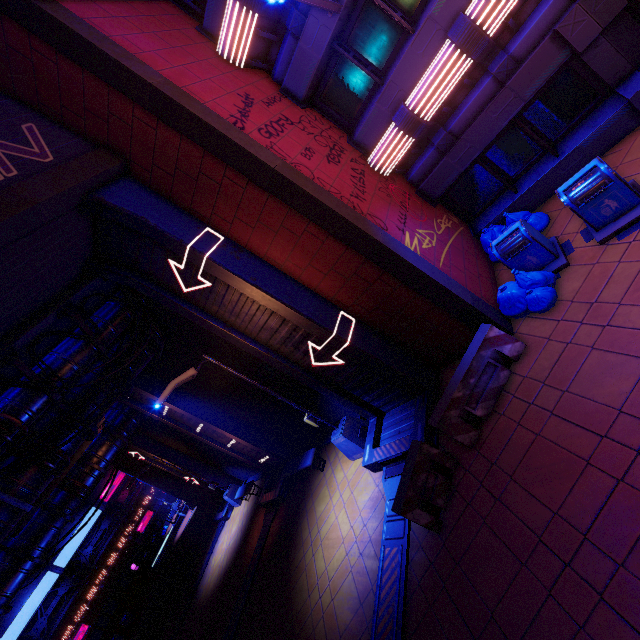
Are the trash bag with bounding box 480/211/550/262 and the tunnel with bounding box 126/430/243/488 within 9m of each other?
no

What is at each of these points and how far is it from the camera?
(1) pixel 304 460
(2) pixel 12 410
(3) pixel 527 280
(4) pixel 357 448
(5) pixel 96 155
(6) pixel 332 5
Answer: (1) bench, 12.12m
(2) walkway, 6.95m
(3) trash bag, 6.92m
(4) street light, 9.91m
(5) beam, 6.64m
(6) street light, 6.95m

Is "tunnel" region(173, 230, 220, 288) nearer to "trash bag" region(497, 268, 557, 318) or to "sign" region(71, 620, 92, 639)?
"trash bag" region(497, 268, 557, 318)

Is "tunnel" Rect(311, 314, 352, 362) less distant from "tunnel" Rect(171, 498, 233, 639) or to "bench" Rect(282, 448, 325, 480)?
"bench" Rect(282, 448, 325, 480)

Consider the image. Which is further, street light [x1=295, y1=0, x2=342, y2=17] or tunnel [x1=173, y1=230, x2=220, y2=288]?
tunnel [x1=173, y1=230, x2=220, y2=288]

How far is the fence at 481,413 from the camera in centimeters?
661cm

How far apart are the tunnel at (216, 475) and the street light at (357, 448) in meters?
13.2

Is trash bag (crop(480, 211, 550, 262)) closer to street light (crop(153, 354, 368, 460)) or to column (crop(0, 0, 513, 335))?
column (crop(0, 0, 513, 335))
